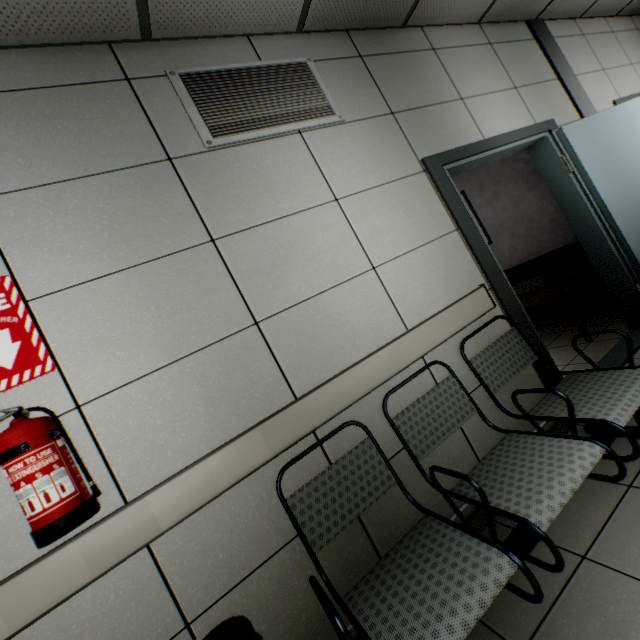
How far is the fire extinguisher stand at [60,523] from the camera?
1.04m

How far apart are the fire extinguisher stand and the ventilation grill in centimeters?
160cm

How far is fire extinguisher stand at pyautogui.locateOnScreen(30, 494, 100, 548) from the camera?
1.0 meters

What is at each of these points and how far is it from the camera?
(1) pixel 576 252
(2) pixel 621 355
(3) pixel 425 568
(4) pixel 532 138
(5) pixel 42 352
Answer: (1) sofa, 3.5 meters
(2) door, 2.8 meters
(3) chair, 1.2 meters
(4) door, 2.9 meters
(5) sign, 1.3 meters

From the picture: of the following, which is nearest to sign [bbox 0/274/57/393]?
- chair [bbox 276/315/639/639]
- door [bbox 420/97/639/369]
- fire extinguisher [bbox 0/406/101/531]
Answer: fire extinguisher [bbox 0/406/101/531]

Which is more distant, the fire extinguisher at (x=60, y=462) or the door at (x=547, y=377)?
the door at (x=547, y=377)

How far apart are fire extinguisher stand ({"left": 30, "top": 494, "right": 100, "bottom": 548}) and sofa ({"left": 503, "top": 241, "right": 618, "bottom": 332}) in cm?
406

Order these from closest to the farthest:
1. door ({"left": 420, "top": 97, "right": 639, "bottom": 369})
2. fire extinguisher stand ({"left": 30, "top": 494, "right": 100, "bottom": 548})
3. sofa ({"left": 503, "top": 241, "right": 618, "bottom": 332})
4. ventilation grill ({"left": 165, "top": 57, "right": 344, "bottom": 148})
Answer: fire extinguisher stand ({"left": 30, "top": 494, "right": 100, "bottom": 548}), ventilation grill ({"left": 165, "top": 57, "right": 344, "bottom": 148}), door ({"left": 420, "top": 97, "right": 639, "bottom": 369}), sofa ({"left": 503, "top": 241, "right": 618, "bottom": 332})
